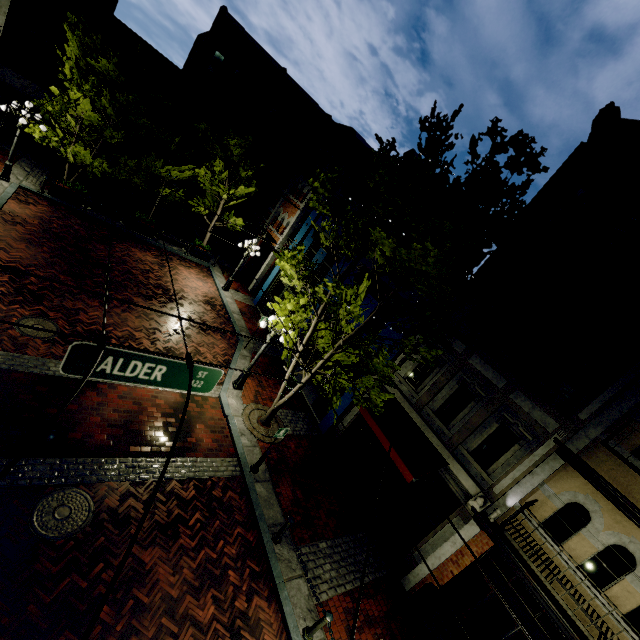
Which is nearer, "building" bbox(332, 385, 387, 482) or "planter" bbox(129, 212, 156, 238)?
"building" bbox(332, 385, 387, 482)

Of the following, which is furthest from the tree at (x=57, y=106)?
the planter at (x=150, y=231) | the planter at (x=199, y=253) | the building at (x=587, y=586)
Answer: the planter at (x=199, y=253)

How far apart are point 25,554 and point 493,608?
10.6 meters

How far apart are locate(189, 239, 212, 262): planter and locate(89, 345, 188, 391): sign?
18.2 meters

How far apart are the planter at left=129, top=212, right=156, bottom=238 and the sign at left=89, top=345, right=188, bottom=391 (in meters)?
17.65

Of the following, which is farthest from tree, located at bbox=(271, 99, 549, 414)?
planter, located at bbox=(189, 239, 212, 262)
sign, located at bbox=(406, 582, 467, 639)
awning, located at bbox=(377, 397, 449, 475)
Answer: planter, located at bbox=(189, 239, 212, 262)

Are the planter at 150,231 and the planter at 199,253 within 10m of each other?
yes

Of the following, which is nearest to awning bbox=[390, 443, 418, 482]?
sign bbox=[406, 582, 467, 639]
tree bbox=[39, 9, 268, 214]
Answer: tree bbox=[39, 9, 268, 214]
